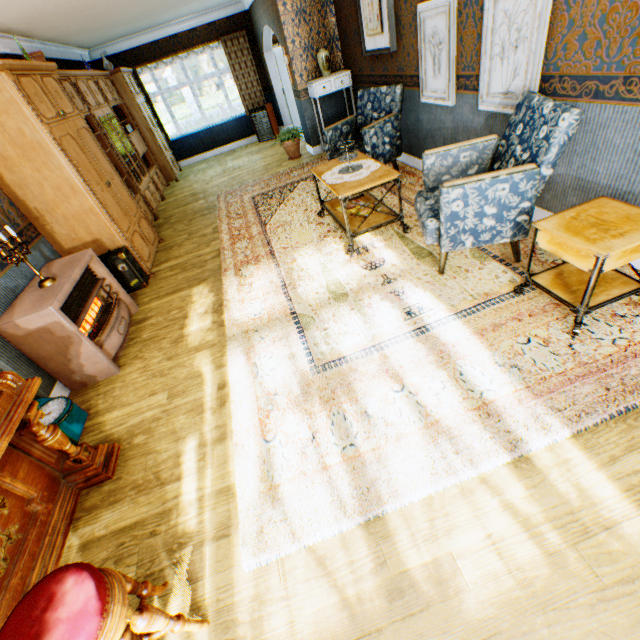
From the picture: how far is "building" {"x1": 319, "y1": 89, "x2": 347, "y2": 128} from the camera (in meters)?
6.90

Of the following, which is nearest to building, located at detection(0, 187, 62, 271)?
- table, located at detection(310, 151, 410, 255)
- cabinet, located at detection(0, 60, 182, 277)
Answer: cabinet, located at detection(0, 60, 182, 277)

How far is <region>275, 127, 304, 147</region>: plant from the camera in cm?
719

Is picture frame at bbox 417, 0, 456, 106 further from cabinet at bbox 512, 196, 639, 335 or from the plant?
the plant

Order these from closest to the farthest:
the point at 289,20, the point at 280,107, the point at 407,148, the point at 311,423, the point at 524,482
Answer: the point at 524,482, the point at 311,423, the point at 407,148, the point at 289,20, the point at 280,107

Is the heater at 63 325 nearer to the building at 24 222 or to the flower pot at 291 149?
the building at 24 222

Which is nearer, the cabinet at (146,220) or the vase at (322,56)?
the cabinet at (146,220)

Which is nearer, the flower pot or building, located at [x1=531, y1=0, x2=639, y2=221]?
building, located at [x1=531, y1=0, x2=639, y2=221]
